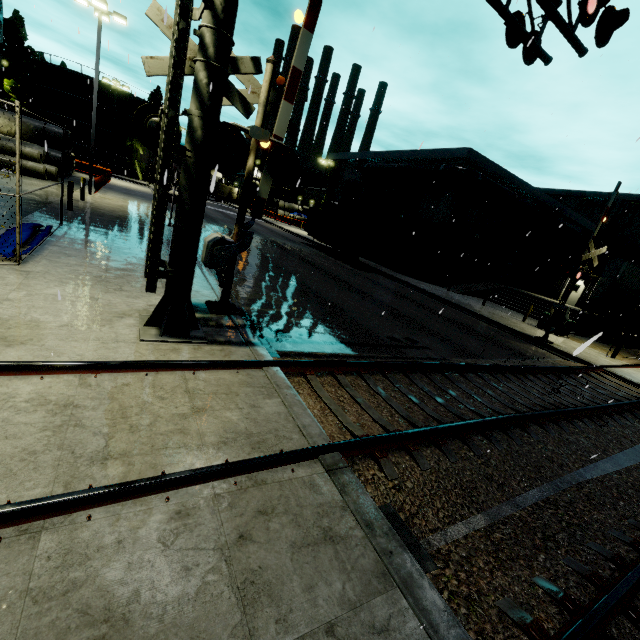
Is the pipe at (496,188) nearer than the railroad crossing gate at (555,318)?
No

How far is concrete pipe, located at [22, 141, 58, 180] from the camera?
21.06m

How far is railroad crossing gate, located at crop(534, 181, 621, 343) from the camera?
14.2m

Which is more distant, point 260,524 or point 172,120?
point 172,120

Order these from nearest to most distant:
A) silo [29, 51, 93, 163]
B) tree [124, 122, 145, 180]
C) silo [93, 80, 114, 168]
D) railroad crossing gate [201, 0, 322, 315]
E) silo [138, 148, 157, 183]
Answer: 1. railroad crossing gate [201, 0, 322, 315]
2. silo [29, 51, 93, 163]
3. silo [93, 80, 114, 168]
4. tree [124, 122, 145, 180]
5. silo [138, 148, 157, 183]

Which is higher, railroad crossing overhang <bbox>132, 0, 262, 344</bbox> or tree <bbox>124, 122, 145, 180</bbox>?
tree <bbox>124, 122, 145, 180</bbox>

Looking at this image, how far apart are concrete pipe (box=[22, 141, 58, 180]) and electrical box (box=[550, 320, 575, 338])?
33.6 meters

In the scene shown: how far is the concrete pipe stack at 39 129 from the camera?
24.5m
